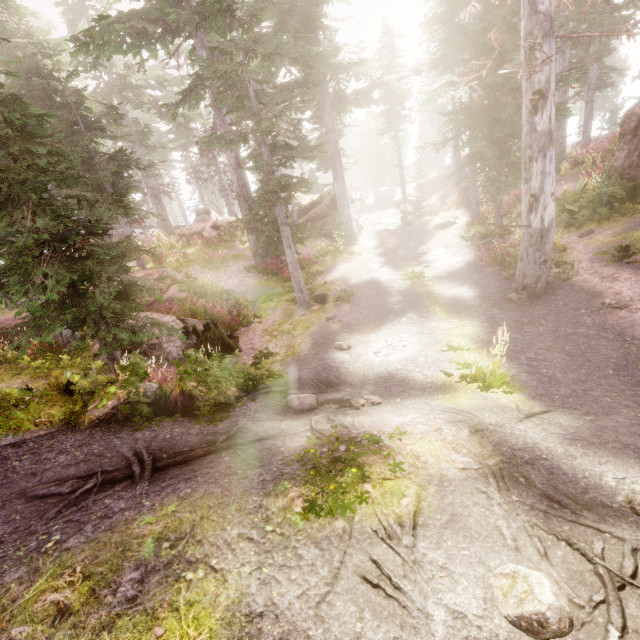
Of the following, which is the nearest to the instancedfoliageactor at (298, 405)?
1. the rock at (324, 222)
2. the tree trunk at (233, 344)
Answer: the rock at (324, 222)

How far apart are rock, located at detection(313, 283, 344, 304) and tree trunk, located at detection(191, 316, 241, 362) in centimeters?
352cm

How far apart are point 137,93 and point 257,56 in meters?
24.8 m

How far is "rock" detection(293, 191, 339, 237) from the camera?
26.6m

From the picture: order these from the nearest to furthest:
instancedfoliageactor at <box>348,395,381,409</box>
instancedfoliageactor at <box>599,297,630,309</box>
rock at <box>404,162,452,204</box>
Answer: instancedfoliageactor at <box>348,395,381,409</box>
instancedfoliageactor at <box>599,297,630,309</box>
rock at <box>404,162,452,204</box>

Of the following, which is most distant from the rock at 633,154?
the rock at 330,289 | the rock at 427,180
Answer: the rock at 427,180

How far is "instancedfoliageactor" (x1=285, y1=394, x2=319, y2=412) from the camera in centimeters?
635cm
